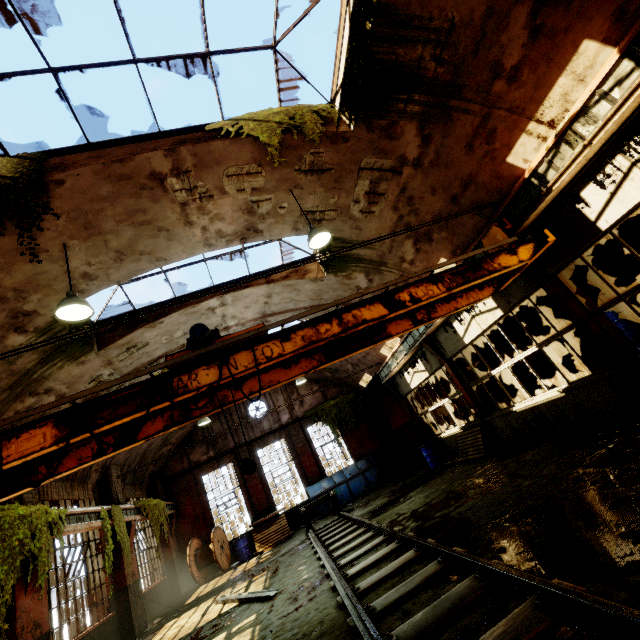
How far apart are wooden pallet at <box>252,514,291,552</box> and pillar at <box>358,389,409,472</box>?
6.80m

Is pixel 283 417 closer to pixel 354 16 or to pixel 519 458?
pixel 519 458

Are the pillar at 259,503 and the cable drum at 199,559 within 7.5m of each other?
yes

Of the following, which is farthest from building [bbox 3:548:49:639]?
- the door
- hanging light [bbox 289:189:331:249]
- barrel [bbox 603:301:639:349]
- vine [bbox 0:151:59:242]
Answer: barrel [bbox 603:301:639:349]

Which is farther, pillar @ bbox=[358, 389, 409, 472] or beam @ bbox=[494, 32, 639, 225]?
pillar @ bbox=[358, 389, 409, 472]

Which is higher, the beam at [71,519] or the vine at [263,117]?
the vine at [263,117]

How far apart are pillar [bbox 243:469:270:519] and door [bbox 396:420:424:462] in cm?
852

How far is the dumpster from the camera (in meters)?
16.08
